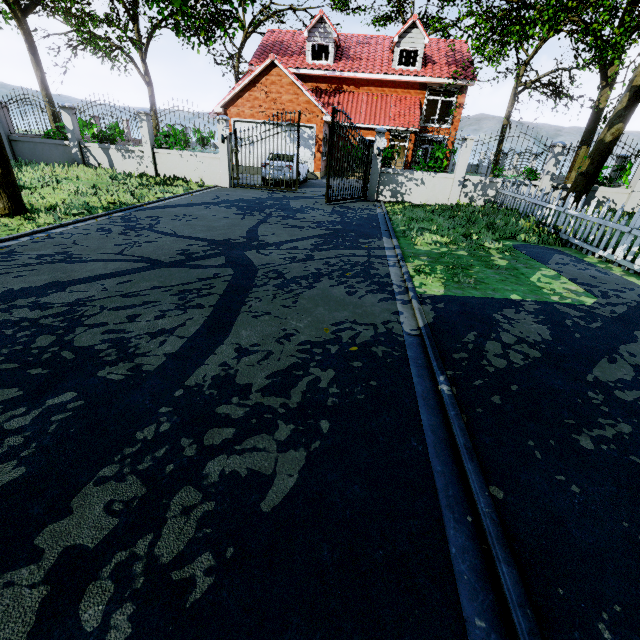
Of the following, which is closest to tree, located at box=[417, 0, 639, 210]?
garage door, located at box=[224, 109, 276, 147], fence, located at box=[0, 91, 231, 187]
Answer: fence, located at box=[0, 91, 231, 187]

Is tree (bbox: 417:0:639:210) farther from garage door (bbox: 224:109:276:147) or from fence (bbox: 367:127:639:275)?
garage door (bbox: 224:109:276:147)

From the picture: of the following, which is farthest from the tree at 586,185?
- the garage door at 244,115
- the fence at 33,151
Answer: the garage door at 244,115

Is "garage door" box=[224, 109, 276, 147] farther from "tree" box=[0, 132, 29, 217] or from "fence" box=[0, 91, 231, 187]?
"fence" box=[0, 91, 231, 187]

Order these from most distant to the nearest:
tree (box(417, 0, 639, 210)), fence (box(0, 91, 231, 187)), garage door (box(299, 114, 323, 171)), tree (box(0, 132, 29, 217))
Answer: garage door (box(299, 114, 323, 171)) → fence (box(0, 91, 231, 187)) → tree (box(417, 0, 639, 210)) → tree (box(0, 132, 29, 217))

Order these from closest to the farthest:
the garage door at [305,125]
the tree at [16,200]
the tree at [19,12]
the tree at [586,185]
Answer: the tree at [16,200], the tree at [19,12], the tree at [586,185], the garage door at [305,125]

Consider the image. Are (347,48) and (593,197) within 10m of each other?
no
